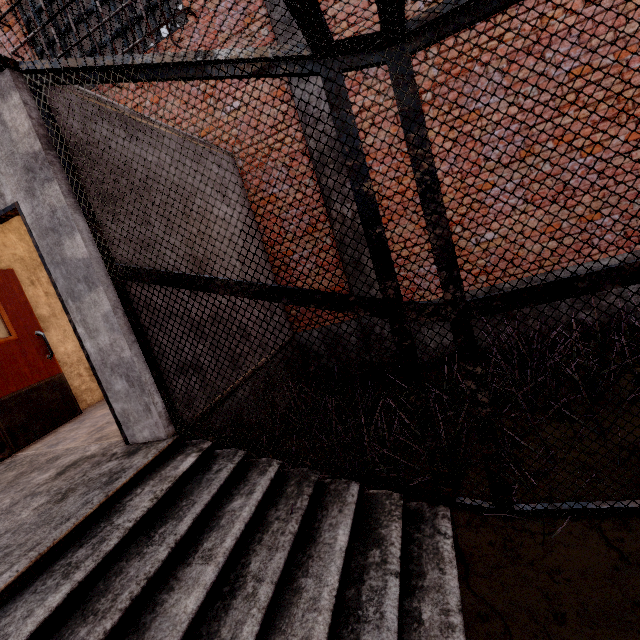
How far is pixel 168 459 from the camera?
2.7m
